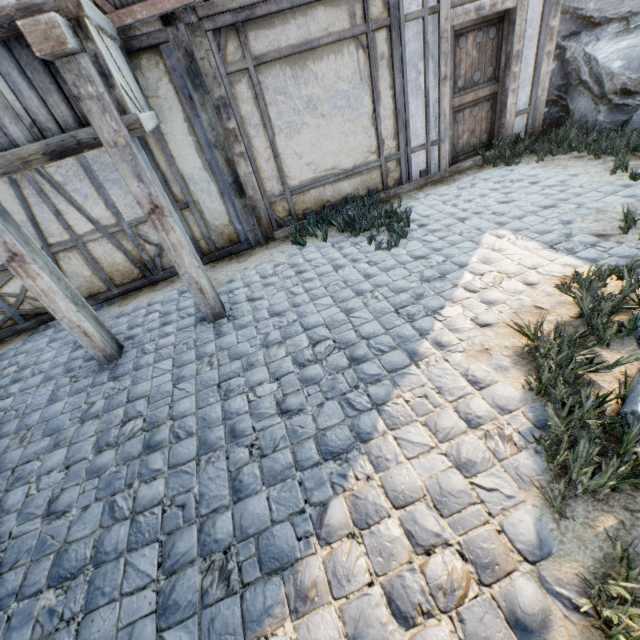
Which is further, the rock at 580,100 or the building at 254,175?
the rock at 580,100

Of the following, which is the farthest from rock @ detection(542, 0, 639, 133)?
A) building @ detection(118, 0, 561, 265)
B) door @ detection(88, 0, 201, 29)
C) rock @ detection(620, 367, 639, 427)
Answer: door @ detection(88, 0, 201, 29)

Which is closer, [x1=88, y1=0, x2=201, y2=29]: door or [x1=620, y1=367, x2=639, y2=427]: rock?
[x1=620, y1=367, x2=639, y2=427]: rock

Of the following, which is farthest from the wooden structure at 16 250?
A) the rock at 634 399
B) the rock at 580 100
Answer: the rock at 580 100

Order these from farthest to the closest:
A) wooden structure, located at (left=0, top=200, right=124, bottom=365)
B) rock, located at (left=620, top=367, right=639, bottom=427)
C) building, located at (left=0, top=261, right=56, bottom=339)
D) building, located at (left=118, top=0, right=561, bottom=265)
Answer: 1. building, located at (left=0, top=261, right=56, bottom=339)
2. building, located at (left=118, top=0, right=561, bottom=265)
3. wooden structure, located at (left=0, top=200, right=124, bottom=365)
4. rock, located at (left=620, top=367, right=639, bottom=427)

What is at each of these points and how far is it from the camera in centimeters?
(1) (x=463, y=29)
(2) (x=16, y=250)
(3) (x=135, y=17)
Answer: (1) door, 496cm
(2) wooden structure, 305cm
(3) door, 363cm

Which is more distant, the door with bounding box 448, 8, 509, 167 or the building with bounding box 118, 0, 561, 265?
the door with bounding box 448, 8, 509, 167

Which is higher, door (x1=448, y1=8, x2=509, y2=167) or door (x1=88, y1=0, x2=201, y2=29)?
door (x1=88, y1=0, x2=201, y2=29)
